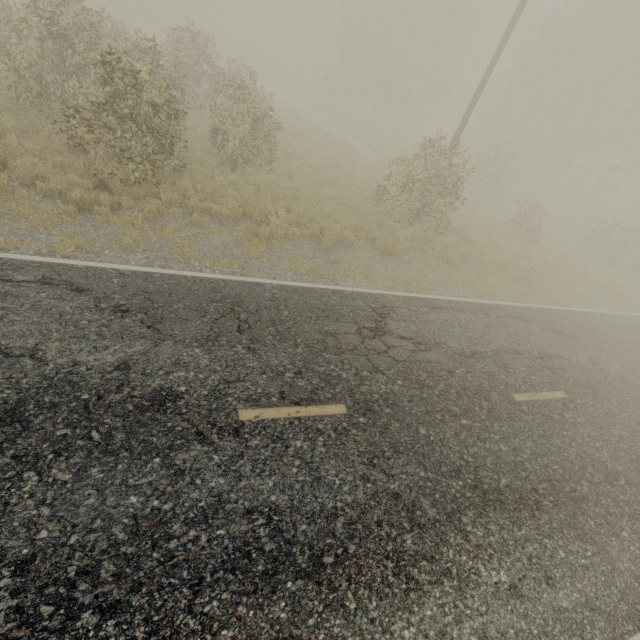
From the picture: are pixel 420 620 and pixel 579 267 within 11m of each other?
no
